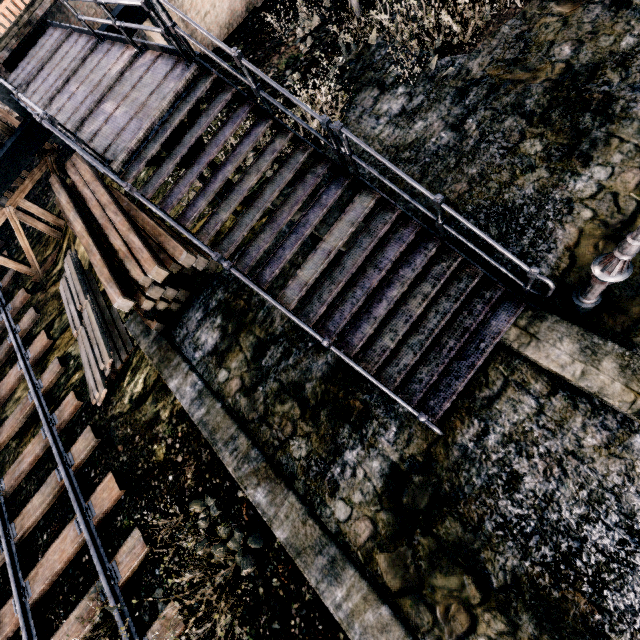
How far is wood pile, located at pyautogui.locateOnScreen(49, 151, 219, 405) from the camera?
9.07m

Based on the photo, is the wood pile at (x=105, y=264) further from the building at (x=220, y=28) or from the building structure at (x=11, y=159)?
the building at (x=220, y=28)

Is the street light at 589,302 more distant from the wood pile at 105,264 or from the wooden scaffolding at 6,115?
the wooden scaffolding at 6,115

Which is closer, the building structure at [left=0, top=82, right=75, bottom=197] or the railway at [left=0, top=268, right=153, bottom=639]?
the railway at [left=0, top=268, right=153, bottom=639]

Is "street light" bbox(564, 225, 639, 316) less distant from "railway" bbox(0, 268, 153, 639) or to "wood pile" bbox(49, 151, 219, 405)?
"wood pile" bbox(49, 151, 219, 405)

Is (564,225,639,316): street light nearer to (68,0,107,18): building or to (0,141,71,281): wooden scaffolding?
(68,0,107,18): building

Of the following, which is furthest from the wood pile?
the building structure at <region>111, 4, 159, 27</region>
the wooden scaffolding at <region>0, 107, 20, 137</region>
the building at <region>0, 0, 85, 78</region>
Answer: the building at <region>0, 0, 85, 78</region>

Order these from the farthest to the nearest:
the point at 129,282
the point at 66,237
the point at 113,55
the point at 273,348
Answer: the point at 66,237 < the point at 129,282 < the point at 113,55 < the point at 273,348
